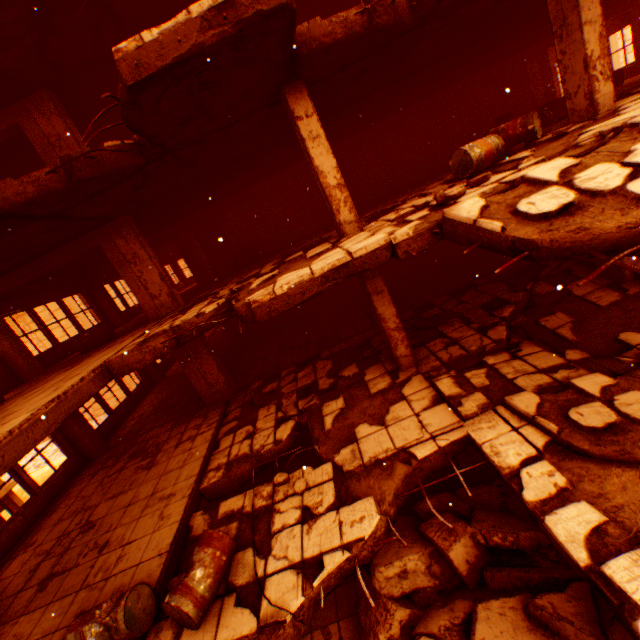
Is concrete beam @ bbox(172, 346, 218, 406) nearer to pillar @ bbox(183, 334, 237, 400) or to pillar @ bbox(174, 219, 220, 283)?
pillar @ bbox(183, 334, 237, 400)

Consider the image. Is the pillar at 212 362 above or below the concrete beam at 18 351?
below

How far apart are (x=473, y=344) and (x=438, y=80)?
8.76m

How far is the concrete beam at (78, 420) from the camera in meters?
9.6 m

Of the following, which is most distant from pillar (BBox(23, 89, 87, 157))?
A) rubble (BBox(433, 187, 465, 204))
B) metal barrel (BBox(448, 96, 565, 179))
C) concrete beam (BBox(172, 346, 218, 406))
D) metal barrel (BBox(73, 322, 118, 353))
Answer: metal barrel (BBox(448, 96, 565, 179))

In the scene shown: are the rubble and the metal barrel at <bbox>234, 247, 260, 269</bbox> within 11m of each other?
yes

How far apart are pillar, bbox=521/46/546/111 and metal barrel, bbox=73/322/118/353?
17.2m

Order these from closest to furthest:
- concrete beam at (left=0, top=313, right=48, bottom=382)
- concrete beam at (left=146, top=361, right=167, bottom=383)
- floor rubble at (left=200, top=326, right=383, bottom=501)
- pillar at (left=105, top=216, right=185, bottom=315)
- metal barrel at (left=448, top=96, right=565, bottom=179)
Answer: metal barrel at (left=448, top=96, right=565, bottom=179) < floor rubble at (left=200, top=326, right=383, bottom=501) < pillar at (left=105, top=216, right=185, bottom=315) < concrete beam at (left=0, top=313, right=48, bottom=382) < concrete beam at (left=146, top=361, right=167, bottom=383)
